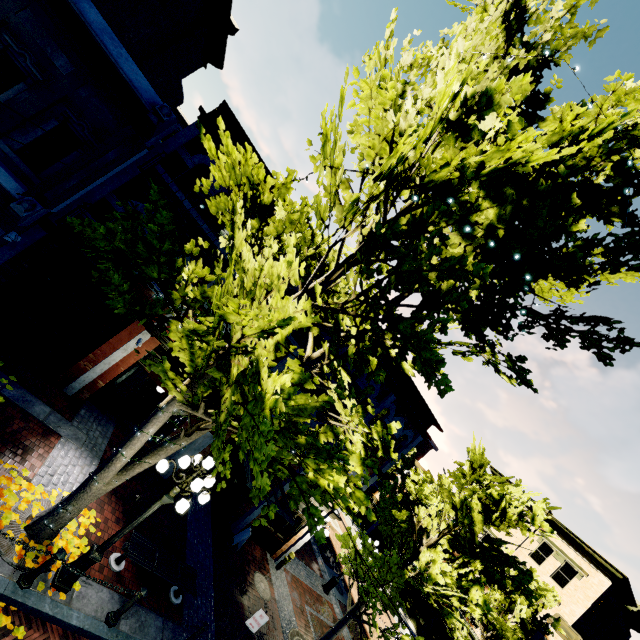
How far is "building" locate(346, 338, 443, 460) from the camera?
13.52m

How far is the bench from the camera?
7.7 meters

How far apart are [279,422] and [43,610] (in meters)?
5.47

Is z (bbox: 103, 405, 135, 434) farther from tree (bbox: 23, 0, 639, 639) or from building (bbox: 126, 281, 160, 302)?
building (bbox: 126, 281, 160, 302)

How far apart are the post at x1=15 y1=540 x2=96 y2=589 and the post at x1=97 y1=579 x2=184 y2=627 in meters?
1.7

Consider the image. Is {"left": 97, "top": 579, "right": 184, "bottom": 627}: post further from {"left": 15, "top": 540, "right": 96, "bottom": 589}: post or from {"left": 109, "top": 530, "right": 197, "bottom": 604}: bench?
{"left": 15, "top": 540, "right": 96, "bottom": 589}: post

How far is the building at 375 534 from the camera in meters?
32.7 m

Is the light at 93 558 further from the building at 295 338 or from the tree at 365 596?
the building at 295 338
